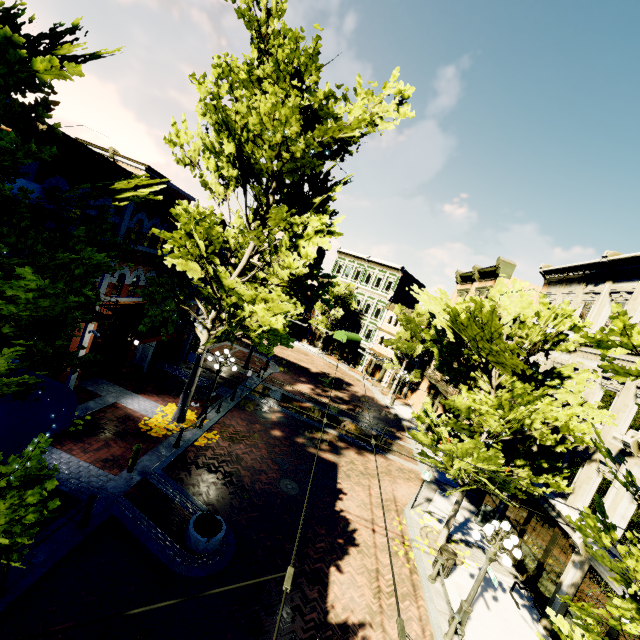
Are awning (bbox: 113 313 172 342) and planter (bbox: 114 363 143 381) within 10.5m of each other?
yes

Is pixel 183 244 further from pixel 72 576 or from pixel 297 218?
pixel 72 576

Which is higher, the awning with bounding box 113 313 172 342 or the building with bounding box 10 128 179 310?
the building with bounding box 10 128 179 310

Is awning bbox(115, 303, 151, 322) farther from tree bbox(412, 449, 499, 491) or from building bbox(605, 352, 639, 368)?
building bbox(605, 352, 639, 368)

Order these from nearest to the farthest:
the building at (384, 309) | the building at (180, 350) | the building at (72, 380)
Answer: the building at (72, 380) → the building at (180, 350) → the building at (384, 309)

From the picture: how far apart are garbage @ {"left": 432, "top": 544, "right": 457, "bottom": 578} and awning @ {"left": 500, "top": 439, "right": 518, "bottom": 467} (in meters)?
4.85

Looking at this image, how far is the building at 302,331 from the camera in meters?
44.8

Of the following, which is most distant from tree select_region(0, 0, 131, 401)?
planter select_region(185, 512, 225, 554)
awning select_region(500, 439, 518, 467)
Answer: planter select_region(185, 512, 225, 554)
